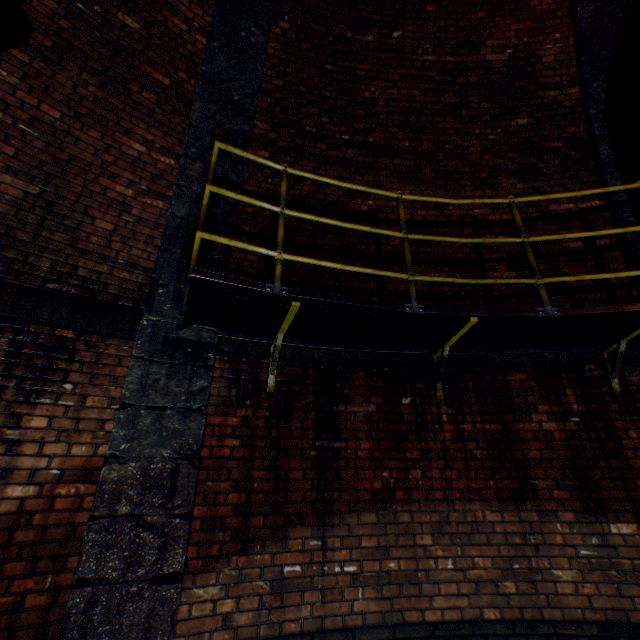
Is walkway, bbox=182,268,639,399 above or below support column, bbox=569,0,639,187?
below

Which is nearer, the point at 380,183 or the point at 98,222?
the point at 98,222

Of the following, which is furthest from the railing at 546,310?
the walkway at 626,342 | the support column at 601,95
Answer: the support column at 601,95

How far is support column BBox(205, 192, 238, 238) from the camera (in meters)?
3.48

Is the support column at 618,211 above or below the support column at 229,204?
above

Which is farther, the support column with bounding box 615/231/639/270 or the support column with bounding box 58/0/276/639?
the support column with bounding box 615/231/639/270

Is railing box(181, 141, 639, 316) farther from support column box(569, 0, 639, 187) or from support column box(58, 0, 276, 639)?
support column box(569, 0, 639, 187)
